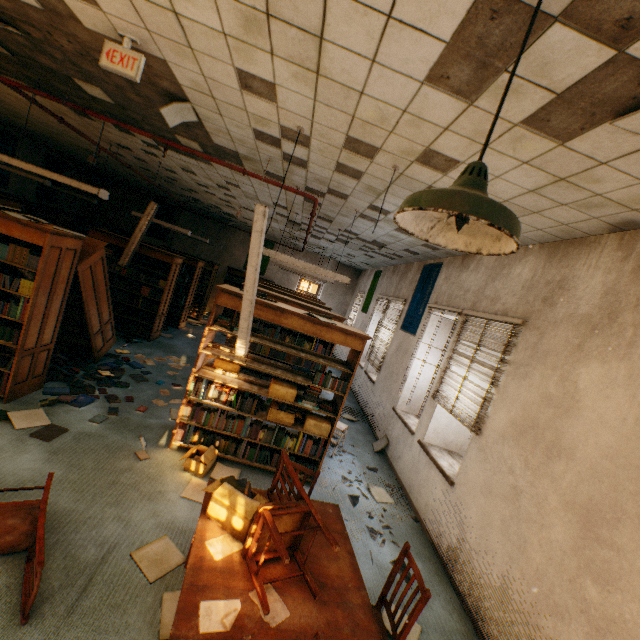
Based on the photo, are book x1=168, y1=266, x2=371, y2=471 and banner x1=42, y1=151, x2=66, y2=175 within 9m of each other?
no

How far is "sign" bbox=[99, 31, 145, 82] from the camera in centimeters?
257cm

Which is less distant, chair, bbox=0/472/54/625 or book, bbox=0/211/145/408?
chair, bbox=0/472/54/625

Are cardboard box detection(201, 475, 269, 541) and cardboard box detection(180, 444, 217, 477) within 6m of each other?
yes

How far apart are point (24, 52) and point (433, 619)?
7.4 meters

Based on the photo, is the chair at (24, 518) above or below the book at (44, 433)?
above

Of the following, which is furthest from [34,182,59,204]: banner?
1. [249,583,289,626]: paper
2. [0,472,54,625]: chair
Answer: [249,583,289,626]: paper

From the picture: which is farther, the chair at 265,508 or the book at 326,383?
the book at 326,383
